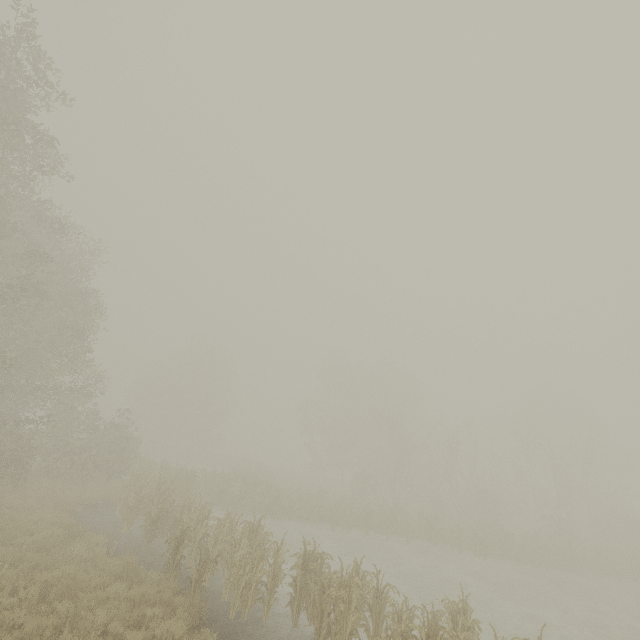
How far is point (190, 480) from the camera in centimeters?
2070cm
